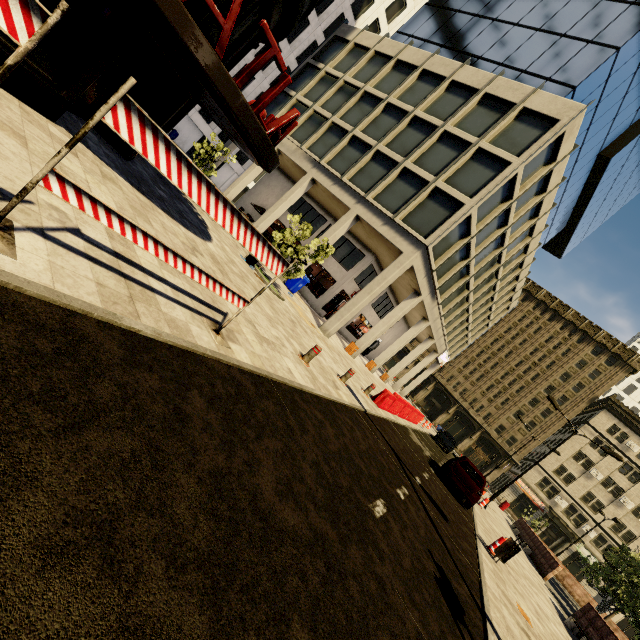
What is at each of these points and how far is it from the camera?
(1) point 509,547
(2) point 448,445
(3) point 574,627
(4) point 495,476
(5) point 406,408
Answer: (1) trash bin, 9.8 meters
(2) car, 27.9 meters
(3) bench, 12.3 meters
(4) building, 47.9 meters
(5) cement barricade, 18.0 meters

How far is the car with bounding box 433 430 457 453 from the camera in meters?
27.9 m

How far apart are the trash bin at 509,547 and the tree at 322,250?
11.2m

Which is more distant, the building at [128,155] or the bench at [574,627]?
the bench at [574,627]

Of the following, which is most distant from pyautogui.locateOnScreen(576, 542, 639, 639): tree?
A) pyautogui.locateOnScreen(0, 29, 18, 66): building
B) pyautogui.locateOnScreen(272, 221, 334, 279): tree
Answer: pyautogui.locateOnScreen(272, 221, 334, 279): tree

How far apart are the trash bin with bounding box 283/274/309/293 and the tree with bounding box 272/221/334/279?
4.4m

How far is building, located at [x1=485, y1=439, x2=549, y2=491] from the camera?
47.53m

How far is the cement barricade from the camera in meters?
13.8
